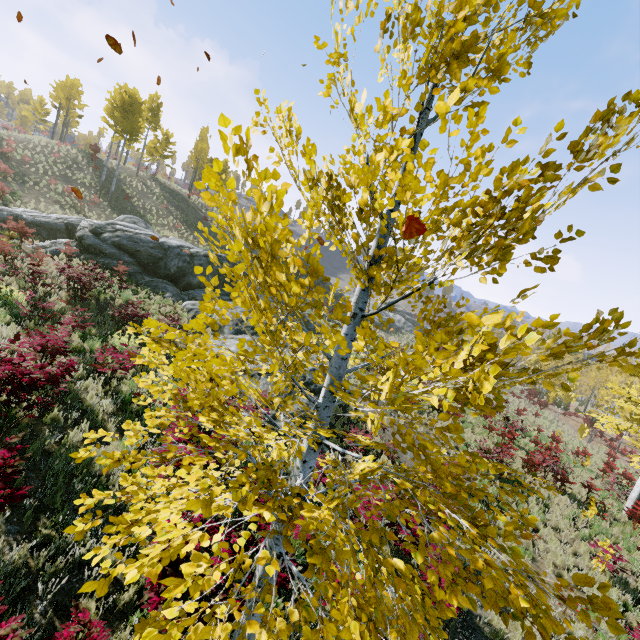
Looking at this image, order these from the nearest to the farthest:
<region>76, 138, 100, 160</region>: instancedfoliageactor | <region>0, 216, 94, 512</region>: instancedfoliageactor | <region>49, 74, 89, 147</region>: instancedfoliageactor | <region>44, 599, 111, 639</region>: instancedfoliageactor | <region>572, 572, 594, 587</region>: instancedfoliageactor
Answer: <region>572, 572, 594, 587</region>: instancedfoliageactor < <region>44, 599, 111, 639</region>: instancedfoliageactor < <region>0, 216, 94, 512</region>: instancedfoliageactor < <region>76, 138, 100, 160</region>: instancedfoliageactor < <region>49, 74, 89, 147</region>: instancedfoliageactor

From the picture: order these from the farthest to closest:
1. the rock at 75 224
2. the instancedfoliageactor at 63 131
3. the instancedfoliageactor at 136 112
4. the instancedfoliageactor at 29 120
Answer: the instancedfoliageactor at 29 120
the instancedfoliageactor at 63 131
the instancedfoliageactor at 136 112
the rock at 75 224

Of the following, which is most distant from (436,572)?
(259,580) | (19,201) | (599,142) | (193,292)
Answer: (19,201)

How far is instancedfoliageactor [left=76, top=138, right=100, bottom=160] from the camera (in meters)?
33.89

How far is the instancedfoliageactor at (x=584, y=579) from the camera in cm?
159

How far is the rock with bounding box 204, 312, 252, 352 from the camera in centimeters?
1405cm

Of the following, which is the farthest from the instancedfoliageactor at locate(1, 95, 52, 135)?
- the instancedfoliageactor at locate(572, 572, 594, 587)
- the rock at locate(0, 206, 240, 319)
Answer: the instancedfoliageactor at locate(572, 572, 594, 587)
